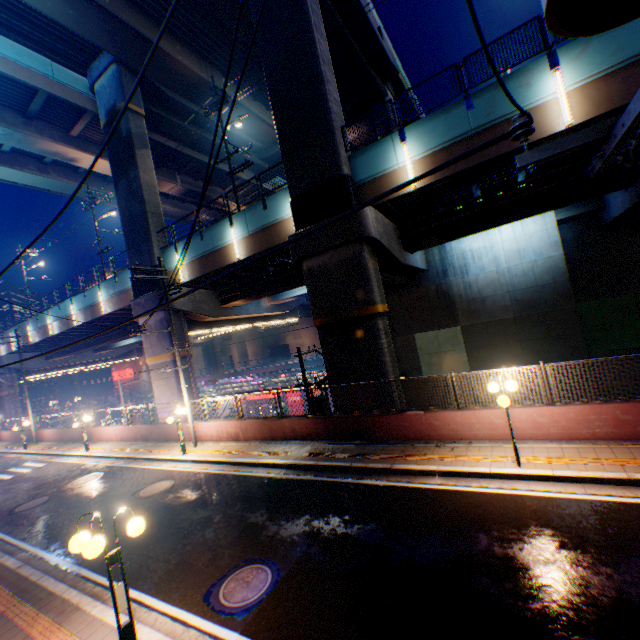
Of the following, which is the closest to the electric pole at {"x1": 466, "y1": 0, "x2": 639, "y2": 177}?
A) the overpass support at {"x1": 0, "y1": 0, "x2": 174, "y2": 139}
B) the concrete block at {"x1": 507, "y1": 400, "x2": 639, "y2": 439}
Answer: the concrete block at {"x1": 507, "y1": 400, "x2": 639, "y2": 439}

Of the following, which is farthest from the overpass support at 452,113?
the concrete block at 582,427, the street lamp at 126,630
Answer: the street lamp at 126,630

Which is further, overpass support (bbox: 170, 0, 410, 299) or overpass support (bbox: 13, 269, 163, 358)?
overpass support (bbox: 13, 269, 163, 358)

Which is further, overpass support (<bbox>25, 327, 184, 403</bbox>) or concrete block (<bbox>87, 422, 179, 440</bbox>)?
overpass support (<bbox>25, 327, 184, 403</bbox>)

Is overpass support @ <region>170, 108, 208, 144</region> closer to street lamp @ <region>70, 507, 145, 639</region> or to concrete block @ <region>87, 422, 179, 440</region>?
concrete block @ <region>87, 422, 179, 440</region>

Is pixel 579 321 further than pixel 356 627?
Yes

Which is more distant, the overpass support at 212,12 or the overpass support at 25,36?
the overpass support at 212,12
